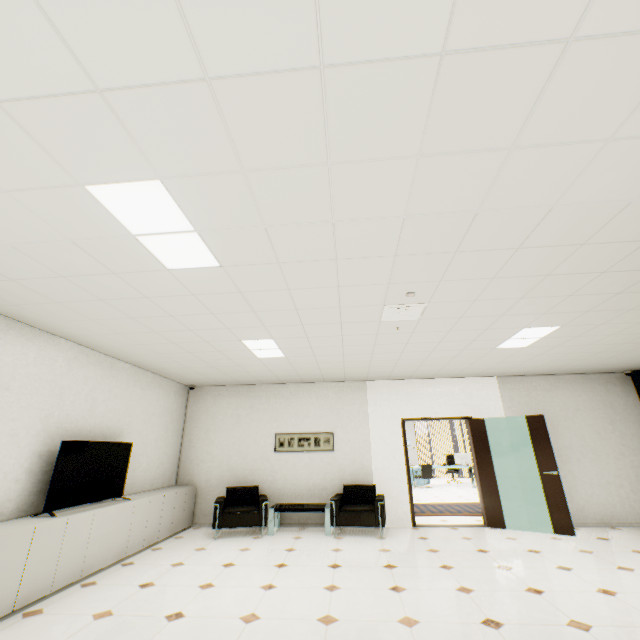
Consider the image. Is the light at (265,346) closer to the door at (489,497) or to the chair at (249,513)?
the chair at (249,513)

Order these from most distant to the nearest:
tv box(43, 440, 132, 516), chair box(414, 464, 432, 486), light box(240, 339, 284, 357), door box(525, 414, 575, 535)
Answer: chair box(414, 464, 432, 486)
door box(525, 414, 575, 535)
light box(240, 339, 284, 357)
tv box(43, 440, 132, 516)

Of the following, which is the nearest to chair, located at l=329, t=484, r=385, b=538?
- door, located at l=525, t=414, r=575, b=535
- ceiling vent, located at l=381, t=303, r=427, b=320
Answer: door, located at l=525, t=414, r=575, b=535

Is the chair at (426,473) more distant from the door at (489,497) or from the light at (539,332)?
the light at (539,332)

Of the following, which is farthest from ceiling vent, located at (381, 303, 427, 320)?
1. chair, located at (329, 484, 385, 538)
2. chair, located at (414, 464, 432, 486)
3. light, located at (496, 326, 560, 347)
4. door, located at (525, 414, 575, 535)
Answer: chair, located at (414, 464, 432, 486)

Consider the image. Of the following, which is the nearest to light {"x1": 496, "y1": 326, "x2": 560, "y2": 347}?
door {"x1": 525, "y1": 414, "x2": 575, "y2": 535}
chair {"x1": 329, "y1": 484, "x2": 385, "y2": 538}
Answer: door {"x1": 525, "y1": 414, "x2": 575, "y2": 535}

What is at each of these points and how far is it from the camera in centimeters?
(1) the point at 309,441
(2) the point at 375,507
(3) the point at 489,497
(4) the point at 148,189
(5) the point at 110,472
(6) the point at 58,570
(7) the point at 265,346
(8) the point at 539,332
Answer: (1) picture, 730cm
(2) chair, 590cm
(3) door, 648cm
(4) light, 198cm
(5) tv, 490cm
(6) cupboard, 370cm
(7) light, 501cm
(8) light, 461cm

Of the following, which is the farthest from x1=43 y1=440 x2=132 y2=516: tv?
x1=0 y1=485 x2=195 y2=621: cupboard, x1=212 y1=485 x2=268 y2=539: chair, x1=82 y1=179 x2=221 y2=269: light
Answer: x1=82 y1=179 x2=221 y2=269: light
